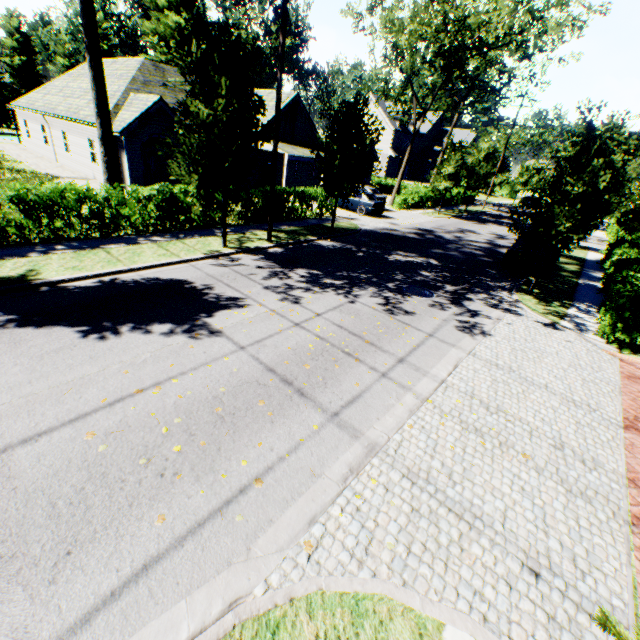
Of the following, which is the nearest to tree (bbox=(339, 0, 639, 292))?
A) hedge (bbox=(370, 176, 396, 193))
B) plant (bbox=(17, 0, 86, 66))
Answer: plant (bbox=(17, 0, 86, 66))

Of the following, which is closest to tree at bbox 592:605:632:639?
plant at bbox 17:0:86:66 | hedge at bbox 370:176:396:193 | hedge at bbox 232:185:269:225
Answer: hedge at bbox 232:185:269:225

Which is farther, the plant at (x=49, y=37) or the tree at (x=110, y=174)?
the plant at (x=49, y=37)

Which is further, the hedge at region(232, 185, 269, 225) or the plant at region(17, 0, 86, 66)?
the plant at region(17, 0, 86, 66)

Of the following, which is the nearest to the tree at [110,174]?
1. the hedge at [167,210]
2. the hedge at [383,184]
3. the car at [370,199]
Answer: the hedge at [167,210]

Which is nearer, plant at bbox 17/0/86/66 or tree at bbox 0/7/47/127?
tree at bbox 0/7/47/127

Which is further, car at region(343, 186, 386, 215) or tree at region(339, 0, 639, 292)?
car at region(343, 186, 386, 215)

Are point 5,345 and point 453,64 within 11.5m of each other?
no
